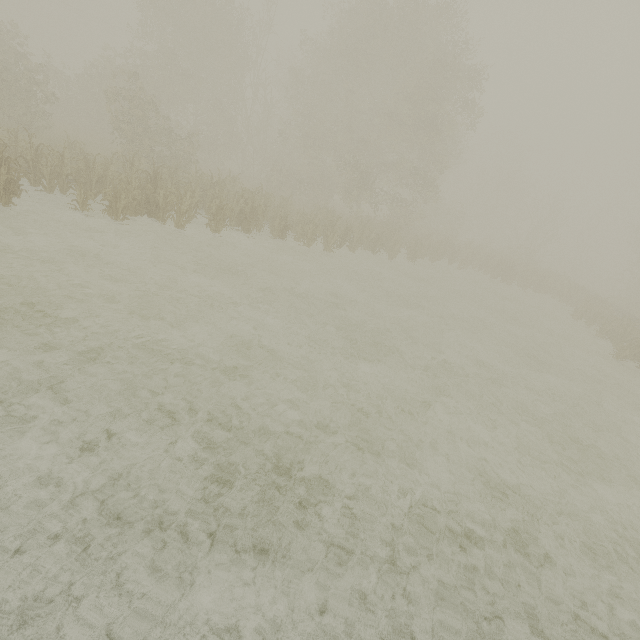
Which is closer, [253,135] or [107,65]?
[107,65]
